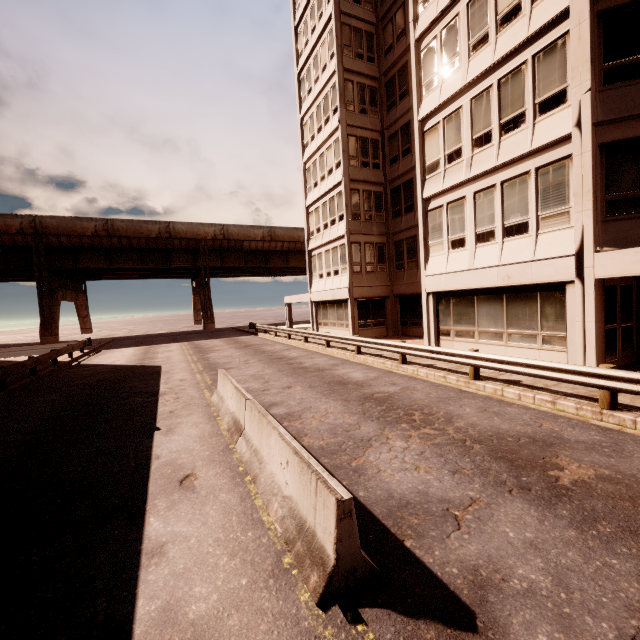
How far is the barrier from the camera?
3.1m

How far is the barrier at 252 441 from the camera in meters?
3.1 m

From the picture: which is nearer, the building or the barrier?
the barrier

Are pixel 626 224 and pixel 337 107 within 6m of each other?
no

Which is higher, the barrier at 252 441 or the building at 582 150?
the building at 582 150

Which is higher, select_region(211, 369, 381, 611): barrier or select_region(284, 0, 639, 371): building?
select_region(284, 0, 639, 371): building
